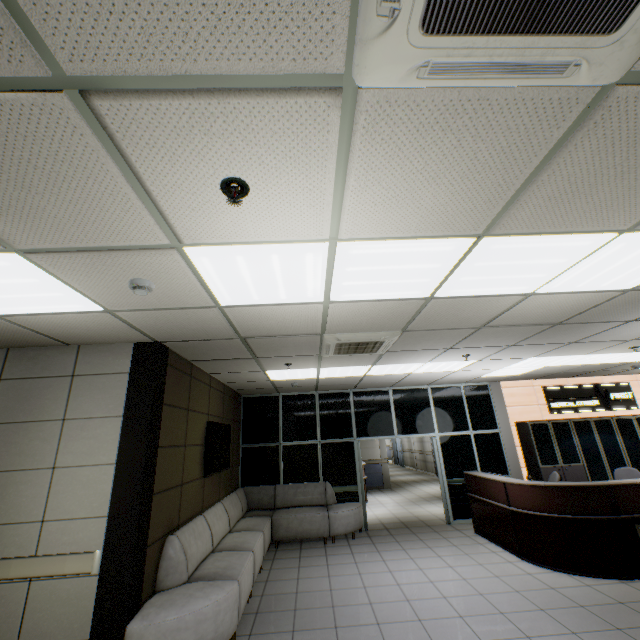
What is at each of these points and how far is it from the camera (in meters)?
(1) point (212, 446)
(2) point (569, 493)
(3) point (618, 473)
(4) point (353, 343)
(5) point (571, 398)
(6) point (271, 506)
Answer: (1) tv, 5.50
(2) desk, 4.95
(3) chair, 6.45
(4) air conditioning vent, 4.21
(5) sign, 8.66
(6) sofa, 7.43

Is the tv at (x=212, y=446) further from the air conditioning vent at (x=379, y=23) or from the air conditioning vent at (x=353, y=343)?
the air conditioning vent at (x=379, y=23)

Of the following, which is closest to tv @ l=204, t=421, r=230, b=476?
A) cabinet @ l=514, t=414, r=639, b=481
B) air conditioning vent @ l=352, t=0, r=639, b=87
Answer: air conditioning vent @ l=352, t=0, r=639, b=87

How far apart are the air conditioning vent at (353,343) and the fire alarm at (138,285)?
2.05m

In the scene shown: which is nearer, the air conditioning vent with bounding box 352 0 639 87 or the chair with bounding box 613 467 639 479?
the air conditioning vent with bounding box 352 0 639 87

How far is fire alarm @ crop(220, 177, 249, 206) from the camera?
1.55m

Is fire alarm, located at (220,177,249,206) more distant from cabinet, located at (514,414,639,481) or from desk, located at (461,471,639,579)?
cabinet, located at (514,414,639,481)

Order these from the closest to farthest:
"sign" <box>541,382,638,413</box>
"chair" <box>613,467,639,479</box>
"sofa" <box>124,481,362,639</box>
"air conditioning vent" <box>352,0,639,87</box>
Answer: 1. "air conditioning vent" <box>352,0,639,87</box>
2. "sofa" <box>124,481,362,639</box>
3. "chair" <box>613,467,639,479</box>
4. "sign" <box>541,382,638,413</box>
